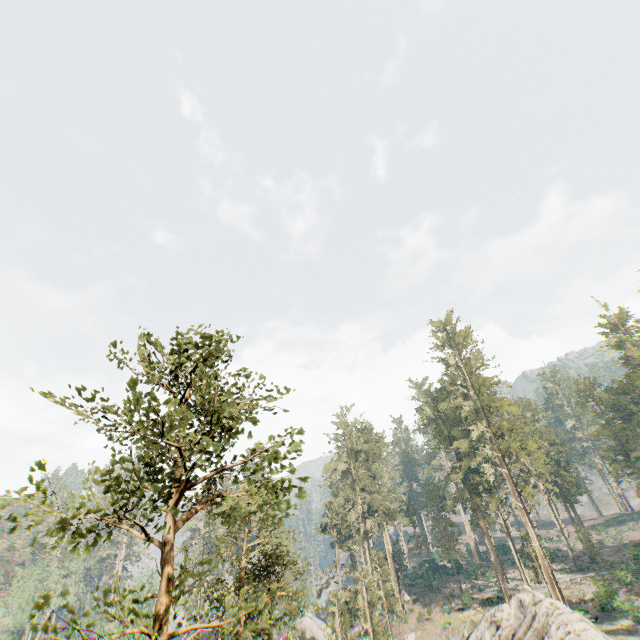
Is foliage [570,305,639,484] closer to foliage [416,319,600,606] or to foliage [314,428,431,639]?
foliage [416,319,600,606]

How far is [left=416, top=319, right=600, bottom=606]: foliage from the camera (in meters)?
43.03

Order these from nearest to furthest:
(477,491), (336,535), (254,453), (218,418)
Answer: (218,418) < (254,453) < (336,535) < (477,491)

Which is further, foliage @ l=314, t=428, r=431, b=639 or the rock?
foliage @ l=314, t=428, r=431, b=639

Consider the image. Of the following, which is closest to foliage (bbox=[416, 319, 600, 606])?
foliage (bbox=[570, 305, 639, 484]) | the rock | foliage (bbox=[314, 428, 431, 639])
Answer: foliage (bbox=[570, 305, 639, 484])

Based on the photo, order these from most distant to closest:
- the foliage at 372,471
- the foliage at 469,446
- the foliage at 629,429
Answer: the foliage at 629,429 → the foliage at 469,446 → the foliage at 372,471

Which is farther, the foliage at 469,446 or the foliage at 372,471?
the foliage at 469,446
